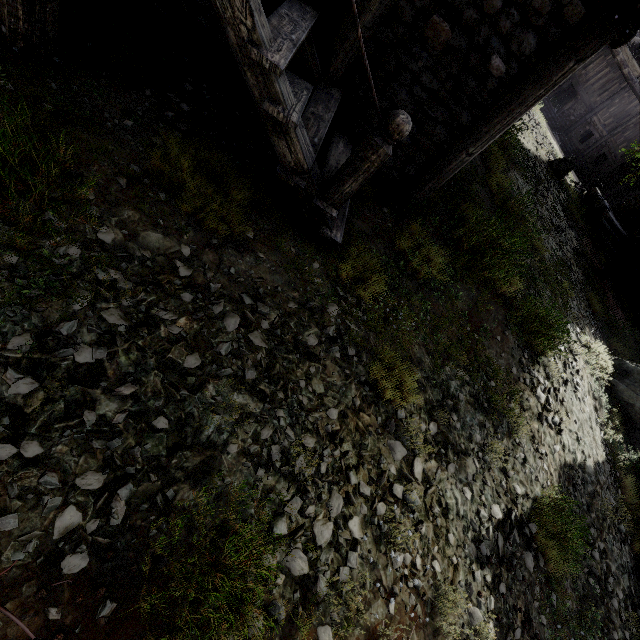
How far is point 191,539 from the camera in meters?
2.5 m

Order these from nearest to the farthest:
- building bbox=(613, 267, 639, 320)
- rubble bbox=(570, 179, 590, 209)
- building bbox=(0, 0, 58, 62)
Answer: building bbox=(0, 0, 58, 62), building bbox=(613, 267, 639, 320), rubble bbox=(570, 179, 590, 209)

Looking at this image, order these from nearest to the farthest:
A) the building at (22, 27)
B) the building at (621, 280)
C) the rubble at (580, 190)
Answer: the building at (22, 27)
the building at (621, 280)
the rubble at (580, 190)

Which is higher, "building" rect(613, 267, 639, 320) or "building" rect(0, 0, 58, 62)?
"building" rect(613, 267, 639, 320)

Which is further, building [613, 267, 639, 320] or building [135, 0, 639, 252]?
building [613, 267, 639, 320]

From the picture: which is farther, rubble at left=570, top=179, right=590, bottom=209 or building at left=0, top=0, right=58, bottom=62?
rubble at left=570, top=179, right=590, bottom=209

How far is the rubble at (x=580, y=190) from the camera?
18.3 meters
